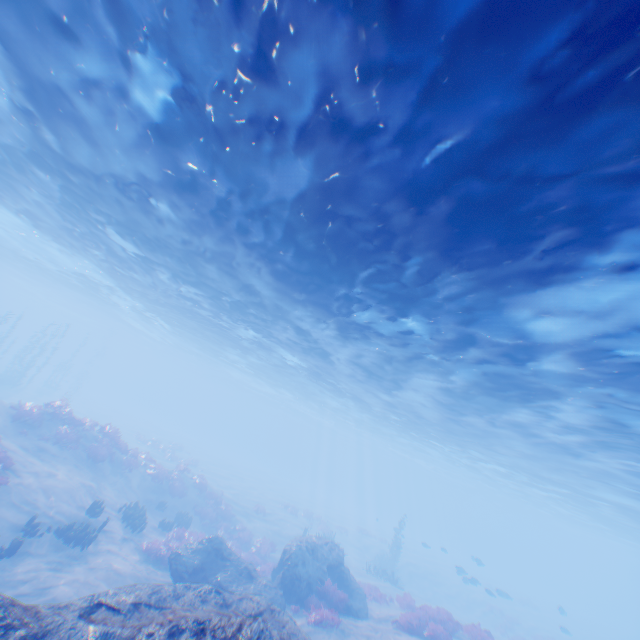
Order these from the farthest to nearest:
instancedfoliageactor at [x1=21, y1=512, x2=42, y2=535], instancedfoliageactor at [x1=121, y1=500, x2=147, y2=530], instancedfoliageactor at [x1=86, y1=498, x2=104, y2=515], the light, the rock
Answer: instancedfoliageactor at [x1=121, y1=500, x2=147, y2=530], instancedfoliageactor at [x1=86, y1=498, x2=104, y2=515], instancedfoliageactor at [x1=21, y1=512, x2=42, y2=535], the light, the rock

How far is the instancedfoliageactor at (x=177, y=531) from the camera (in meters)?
14.65

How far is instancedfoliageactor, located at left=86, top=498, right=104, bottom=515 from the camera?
14.6 meters

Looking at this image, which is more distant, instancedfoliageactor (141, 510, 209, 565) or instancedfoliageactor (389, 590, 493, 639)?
instancedfoliageactor (141, 510, 209, 565)

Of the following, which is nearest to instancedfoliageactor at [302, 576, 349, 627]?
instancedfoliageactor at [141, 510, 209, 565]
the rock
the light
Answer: the rock

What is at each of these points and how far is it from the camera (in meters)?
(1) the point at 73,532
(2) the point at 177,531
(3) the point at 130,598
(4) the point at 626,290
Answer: (1) instancedfoliageactor, 12.52
(2) instancedfoliageactor, 17.31
(3) rock, 5.98
(4) light, 7.70

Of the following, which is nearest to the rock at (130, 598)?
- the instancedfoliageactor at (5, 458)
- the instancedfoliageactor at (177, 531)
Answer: the instancedfoliageactor at (5, 458)
